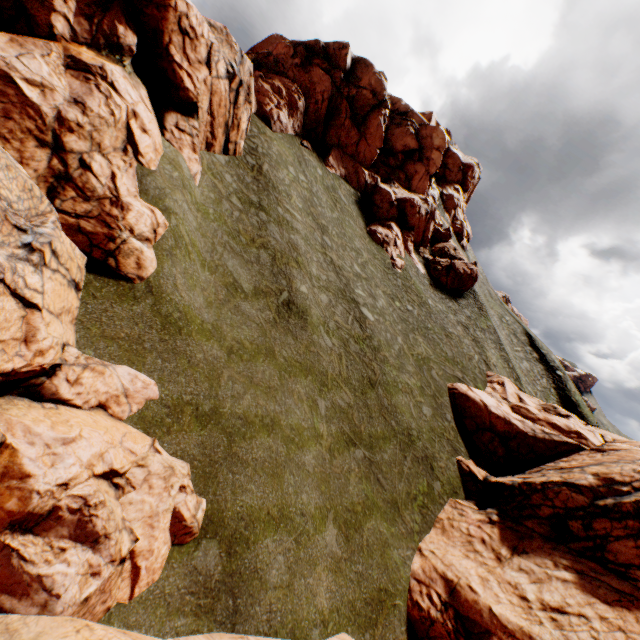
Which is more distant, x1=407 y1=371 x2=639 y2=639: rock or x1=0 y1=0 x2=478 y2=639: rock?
x1=407 y1=371 x2=639 y2=639: rock

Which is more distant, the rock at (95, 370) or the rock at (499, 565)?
the rock at (499, 565)

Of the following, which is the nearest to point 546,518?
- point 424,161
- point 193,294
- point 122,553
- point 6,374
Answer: point 122,553
